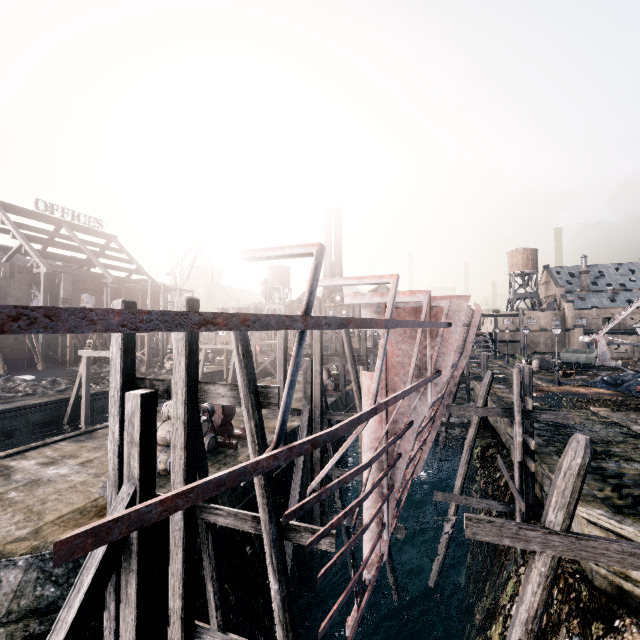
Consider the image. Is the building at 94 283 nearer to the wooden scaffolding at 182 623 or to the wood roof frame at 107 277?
the wood roof frame at 107 277

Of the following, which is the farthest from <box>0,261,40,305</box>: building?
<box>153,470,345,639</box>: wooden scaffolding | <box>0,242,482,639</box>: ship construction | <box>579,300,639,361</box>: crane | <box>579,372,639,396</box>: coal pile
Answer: <box>579,300,639,361</box>: crane

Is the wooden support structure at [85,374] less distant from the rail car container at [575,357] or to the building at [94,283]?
the building at [94,283]

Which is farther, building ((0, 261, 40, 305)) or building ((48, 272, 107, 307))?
building ((48, 272, 107, 307))

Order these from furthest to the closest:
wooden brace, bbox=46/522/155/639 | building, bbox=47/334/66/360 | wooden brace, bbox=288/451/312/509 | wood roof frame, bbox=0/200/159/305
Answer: building, bbox=47/334/66/360 < wood roof frame, bbox=0/200/159/305 < wooden brace, bbox=288/451/312/509 < wooden brace, bbox=46/522/155/639

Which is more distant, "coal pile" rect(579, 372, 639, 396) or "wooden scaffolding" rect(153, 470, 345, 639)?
"coal pile" rect(579, 372, 639, 396)

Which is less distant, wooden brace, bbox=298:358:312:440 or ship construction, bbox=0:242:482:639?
ship construction, bbox=0:242:482:639

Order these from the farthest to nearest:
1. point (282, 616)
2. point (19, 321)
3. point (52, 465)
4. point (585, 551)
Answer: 1. point (52, 465)
2. point (282, 616)
3. point (585, 551)
4. point (19, 321)
